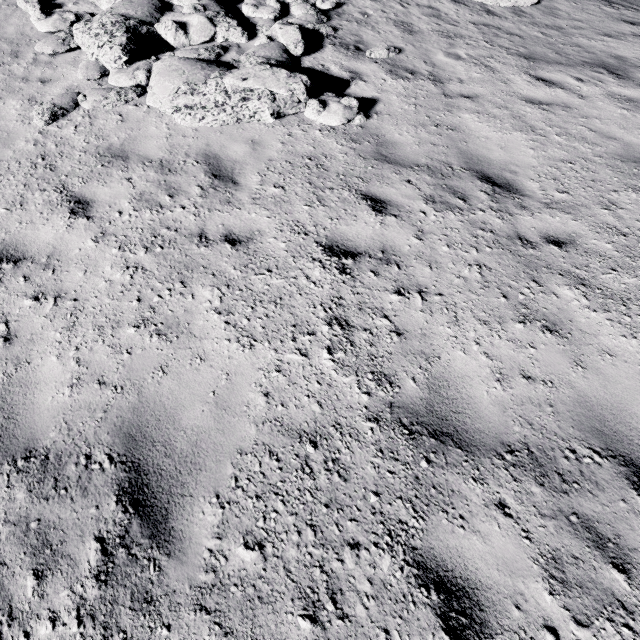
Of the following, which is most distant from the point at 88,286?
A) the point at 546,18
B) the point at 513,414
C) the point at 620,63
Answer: the point at 546,18
